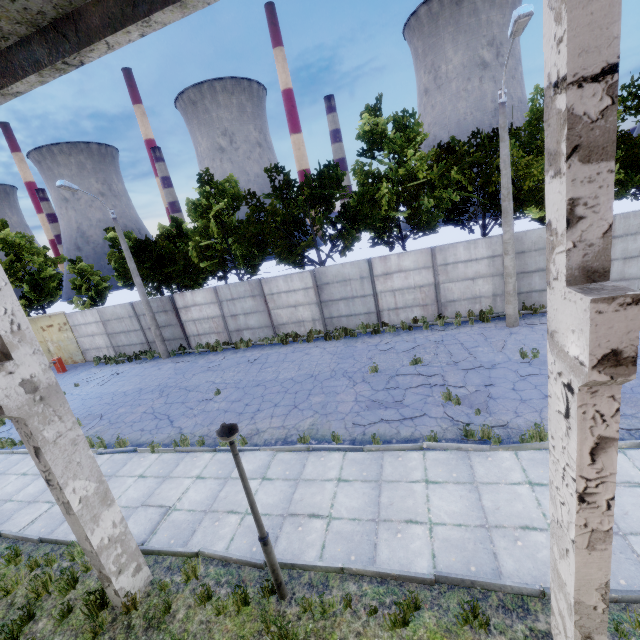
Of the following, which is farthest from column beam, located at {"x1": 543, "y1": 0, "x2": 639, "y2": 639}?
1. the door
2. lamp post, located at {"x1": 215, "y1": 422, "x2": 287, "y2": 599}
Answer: the door

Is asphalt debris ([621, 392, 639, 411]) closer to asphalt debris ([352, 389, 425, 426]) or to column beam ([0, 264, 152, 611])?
asphalt debris ([352, 389, 425, 426])

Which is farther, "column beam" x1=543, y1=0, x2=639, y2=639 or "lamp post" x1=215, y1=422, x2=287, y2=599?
"lamp post" x1=215, y1=422, x2=287, y2=599

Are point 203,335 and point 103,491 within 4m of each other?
no

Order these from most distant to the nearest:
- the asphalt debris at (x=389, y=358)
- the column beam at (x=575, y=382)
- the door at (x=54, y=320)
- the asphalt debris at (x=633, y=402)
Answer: the door at (x=54, y=320) < the asphalt debris at (x=389, y=358) < the asphalt debris at (x=633, y=402) < the column beam at (x=575, y=382)

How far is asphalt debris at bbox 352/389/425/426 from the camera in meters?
9.3

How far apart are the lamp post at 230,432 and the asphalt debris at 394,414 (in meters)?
Result: 4.47

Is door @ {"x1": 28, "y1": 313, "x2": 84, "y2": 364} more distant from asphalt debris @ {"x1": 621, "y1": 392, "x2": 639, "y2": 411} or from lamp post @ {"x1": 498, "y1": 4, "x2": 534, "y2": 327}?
asphalt debris @ {"x1": 621, "y1": 392, "x2": 639, "y2": 411}
